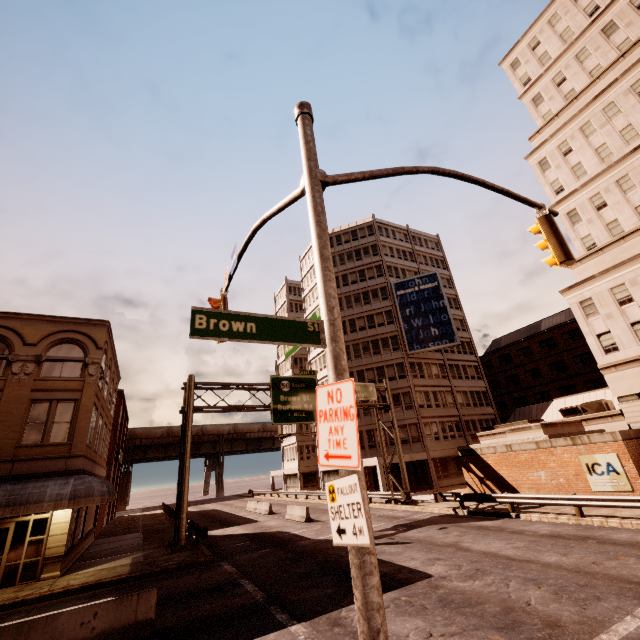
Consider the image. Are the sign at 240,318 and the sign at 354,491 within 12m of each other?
yes

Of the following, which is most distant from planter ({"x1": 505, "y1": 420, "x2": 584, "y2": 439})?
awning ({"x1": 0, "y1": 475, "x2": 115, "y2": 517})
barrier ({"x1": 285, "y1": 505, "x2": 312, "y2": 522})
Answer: awning ({"x1": 0, "y1": 475, "x2": 115, "y2": 517})

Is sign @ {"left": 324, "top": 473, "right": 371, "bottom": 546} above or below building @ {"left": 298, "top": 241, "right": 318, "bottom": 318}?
below

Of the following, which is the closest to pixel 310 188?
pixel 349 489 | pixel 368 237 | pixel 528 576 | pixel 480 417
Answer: pixel 349 489

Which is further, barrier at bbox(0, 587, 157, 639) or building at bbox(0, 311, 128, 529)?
building at bbox(0, 311, 128, 529)

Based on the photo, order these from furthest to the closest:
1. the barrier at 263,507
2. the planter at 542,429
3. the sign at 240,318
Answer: the barrier at 263,507
the planter at 542,429
the sign at 240,318

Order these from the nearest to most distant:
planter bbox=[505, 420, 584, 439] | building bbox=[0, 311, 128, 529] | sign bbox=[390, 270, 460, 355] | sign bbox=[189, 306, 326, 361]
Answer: sign bbox=[189, 306, 326, 361] → building bbox=[0, 311, 128, 529] → planter bbox=[505, 420, 584, 439] → sign bbox=[390, 270, 460, 355]

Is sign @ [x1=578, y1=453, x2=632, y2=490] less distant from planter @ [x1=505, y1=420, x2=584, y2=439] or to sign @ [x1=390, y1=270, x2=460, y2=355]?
planter @ [x1=505, y1=420, x2=584, y2=439]
